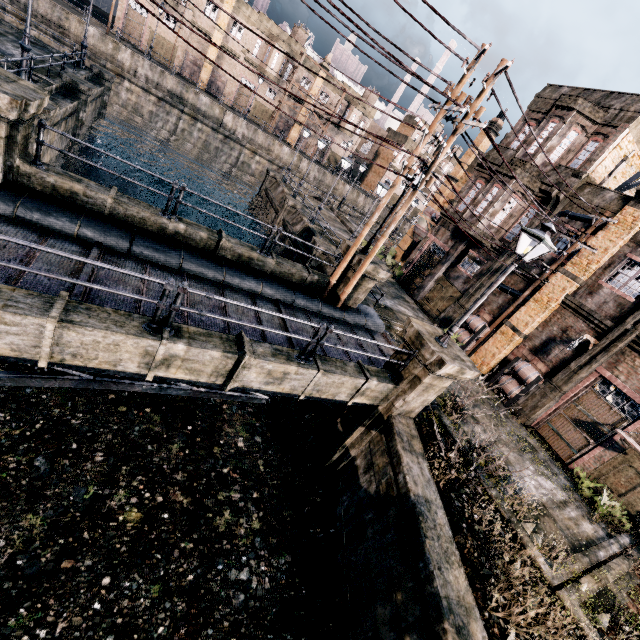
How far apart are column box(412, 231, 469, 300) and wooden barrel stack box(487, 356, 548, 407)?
9.0 meters

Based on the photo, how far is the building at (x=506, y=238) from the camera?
21.1 meters

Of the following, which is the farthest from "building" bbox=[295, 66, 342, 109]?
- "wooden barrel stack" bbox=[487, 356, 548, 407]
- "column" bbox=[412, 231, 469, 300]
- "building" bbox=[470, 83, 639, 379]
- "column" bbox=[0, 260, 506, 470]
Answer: "column" bbox=[0, 260, 506, 470]

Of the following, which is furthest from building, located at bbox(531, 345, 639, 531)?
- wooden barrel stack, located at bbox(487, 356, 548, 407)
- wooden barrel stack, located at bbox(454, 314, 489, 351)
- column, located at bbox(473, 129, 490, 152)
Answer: column, located at bbox(473, 129, 490, 152)

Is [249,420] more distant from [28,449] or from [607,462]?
[607,462]

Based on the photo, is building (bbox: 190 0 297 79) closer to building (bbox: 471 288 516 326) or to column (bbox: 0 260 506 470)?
building (bbox: 471 288 516 326)

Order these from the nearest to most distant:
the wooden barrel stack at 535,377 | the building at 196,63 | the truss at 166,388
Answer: the truss at 166,388
the wooden barrel stack at 535,377
the building at 196,63

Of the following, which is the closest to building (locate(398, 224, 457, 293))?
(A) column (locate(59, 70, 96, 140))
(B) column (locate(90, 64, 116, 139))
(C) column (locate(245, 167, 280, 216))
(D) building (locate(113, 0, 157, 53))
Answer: (C) column (locate(245, 167, 280, 216))
